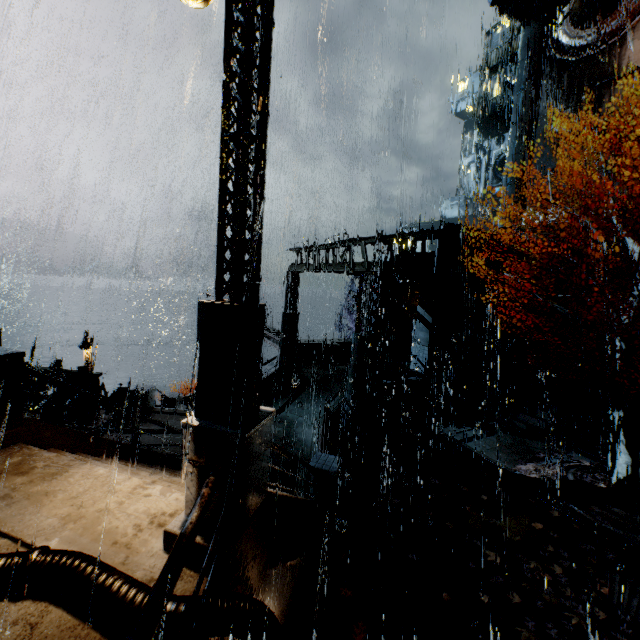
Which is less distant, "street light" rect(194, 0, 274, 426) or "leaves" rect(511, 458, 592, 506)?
"street light" rect(194, 0, 274, 426)

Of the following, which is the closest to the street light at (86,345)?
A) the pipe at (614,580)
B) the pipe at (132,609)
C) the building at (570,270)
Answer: the pipe at (132,609)

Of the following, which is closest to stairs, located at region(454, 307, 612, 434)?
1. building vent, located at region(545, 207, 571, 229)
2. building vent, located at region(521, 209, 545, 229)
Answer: building vent, located at region(545, 207, 571, 229)

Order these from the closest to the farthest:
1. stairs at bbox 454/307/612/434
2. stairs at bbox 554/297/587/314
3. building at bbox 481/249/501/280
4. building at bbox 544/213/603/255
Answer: stairs at bbox 454/307/612/434 → building at bbox 481/249/501/280 → stairs at bbox 554/297/587/314 → building at bbox 544/213/603/255

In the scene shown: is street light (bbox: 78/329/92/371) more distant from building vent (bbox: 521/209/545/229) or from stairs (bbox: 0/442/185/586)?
building vent (bbox: 521/209/545/229)

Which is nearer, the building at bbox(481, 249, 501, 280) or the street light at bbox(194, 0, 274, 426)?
the street light at bbox(194, 0, 274, 426)

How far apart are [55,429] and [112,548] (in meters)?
4.00

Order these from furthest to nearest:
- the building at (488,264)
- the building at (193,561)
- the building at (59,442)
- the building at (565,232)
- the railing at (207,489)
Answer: the building at (565,232) → the building at (488,264) → the building at (59,442) → the building at (193,561) → the railing at (207,489)
